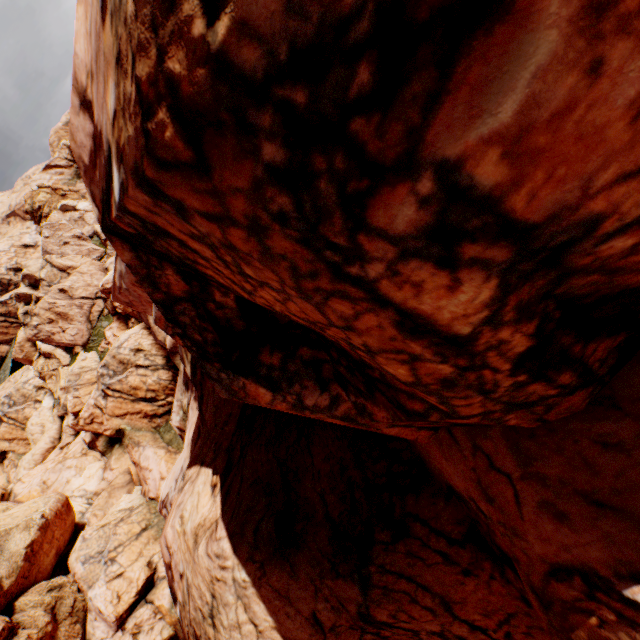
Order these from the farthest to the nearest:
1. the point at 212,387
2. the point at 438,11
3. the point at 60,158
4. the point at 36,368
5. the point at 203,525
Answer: the point at 60,158
the point at 36,368
the point at 212,387
the point at 203,525
the point at 438,11
